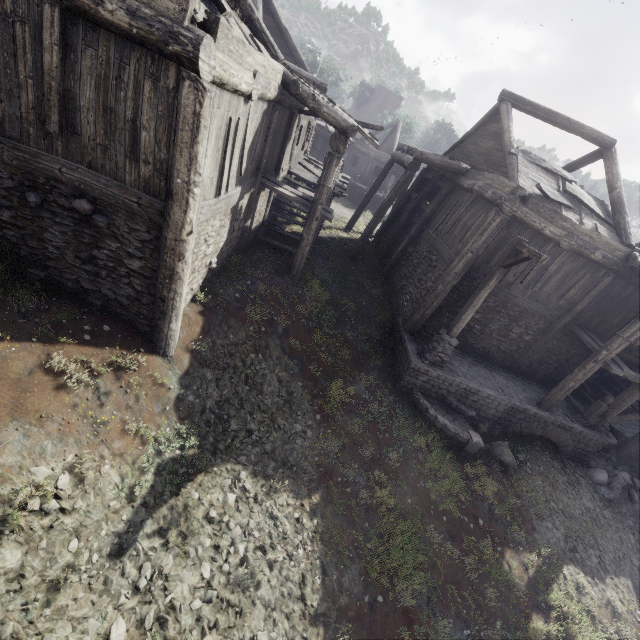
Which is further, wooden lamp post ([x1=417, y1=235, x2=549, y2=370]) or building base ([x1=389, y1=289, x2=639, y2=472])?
building base ([x1=389, y1=289, x2=639, y2=472])

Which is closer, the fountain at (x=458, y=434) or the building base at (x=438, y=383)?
the fountain at (x=458, y=434)

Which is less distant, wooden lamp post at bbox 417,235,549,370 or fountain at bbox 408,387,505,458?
wooden lamp post at bbox 417,235,549,370

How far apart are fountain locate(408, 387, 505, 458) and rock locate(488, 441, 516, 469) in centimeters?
32cm

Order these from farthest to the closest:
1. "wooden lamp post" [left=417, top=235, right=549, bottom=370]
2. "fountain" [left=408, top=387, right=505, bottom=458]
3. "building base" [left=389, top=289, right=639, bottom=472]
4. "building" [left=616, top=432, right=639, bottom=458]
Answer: "building" [left=616, top=432, right=639, bottom=458] < "building base" [left=389, top=289, right=639, bottom=472] < "fountain" [left=408, top=387, right=505, bottom=458] < "wooden lamp post" [left=417, top=235, right=549, bottom=370]

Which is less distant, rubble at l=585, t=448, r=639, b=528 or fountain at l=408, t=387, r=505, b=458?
fountain at l=408, t=387, r=505, b=458

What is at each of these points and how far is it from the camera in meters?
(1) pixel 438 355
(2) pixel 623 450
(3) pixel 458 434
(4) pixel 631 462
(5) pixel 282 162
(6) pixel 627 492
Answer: (1) wooden lamp post, 10.8
(2) building, 13.0
(3) fountain, 10.1
(4) building base, 12.9
(5) building, 12.9
(6) rubble, 12.0

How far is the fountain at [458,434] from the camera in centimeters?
1008cm
